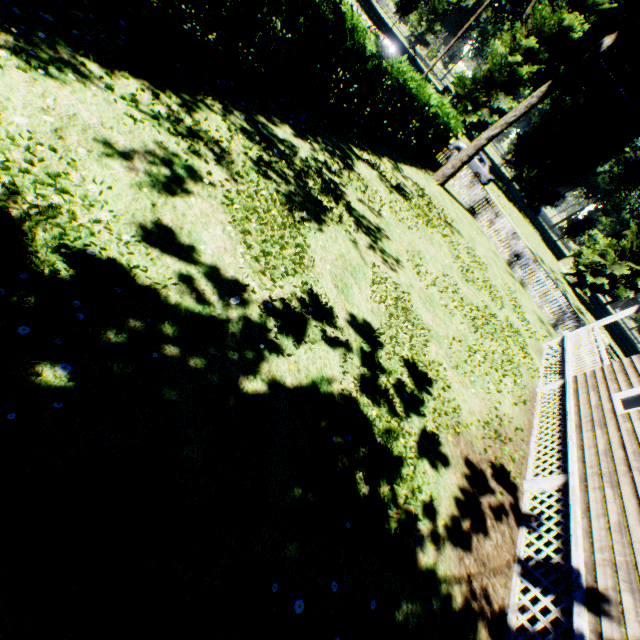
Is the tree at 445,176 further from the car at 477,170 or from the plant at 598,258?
the plant at 598,258

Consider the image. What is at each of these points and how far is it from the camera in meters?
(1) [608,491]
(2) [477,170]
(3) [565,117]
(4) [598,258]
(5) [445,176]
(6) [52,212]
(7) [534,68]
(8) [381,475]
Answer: (1) house, 5.6 m
(2) car, 28.2 m
(3) plant, 50.5 m
(4) plant, 34.5 m
(5) tree, 17.0 m
(6) plant, 3.3 m
(7) plant, 30.6 m
(8) plant, 4.5 m

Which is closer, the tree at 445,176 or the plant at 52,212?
the plant at 52,212

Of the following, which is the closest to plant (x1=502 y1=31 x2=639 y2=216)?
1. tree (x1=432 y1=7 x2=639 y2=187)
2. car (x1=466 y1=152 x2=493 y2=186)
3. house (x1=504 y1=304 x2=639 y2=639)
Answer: car (x1=466 y1=152 x2=493 y2=186)

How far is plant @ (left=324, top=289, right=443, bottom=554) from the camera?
4.19m

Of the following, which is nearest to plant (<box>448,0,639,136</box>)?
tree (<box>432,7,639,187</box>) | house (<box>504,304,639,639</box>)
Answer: house (<box>504,304,639,639</box>)

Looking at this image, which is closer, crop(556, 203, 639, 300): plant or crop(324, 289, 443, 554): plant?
crop(324, 289, 443, 554): plant
